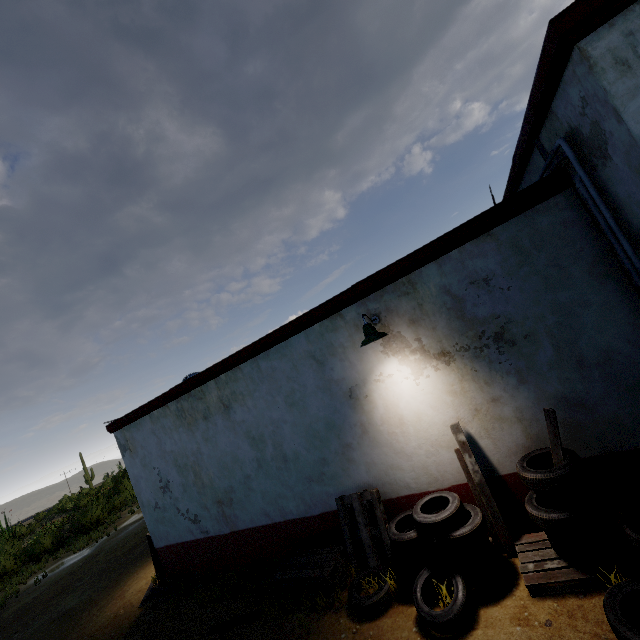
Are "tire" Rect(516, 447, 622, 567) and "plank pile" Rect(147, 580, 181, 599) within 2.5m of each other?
no

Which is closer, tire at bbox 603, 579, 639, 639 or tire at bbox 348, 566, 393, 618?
tire at bbox 603, 579, 639, 639

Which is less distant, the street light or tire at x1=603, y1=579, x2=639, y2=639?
tire at x1=603, y1=579, x2=639, y2=639

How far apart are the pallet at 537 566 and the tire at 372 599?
1.70m

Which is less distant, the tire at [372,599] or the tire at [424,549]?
the tire at [424,549]

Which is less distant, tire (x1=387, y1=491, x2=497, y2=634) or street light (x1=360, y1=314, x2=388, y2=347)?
tire (x1=387, y1=491, x2=497, y2=634)

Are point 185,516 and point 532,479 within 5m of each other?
no

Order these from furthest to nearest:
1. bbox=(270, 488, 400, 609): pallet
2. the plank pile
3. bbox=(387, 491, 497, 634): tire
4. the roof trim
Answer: the plank pile < bbox=(270, 488, 400, 609): pallet < bbox=(387, 491, 497, 634): tire < the roof trim
